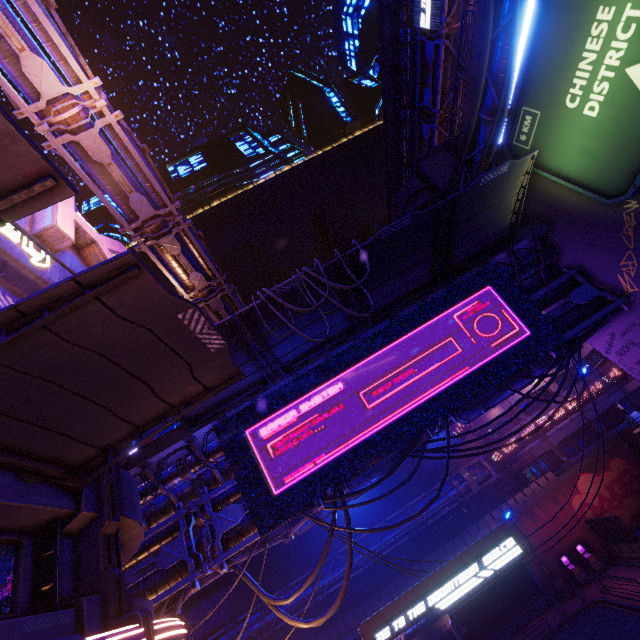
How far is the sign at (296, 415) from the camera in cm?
1200

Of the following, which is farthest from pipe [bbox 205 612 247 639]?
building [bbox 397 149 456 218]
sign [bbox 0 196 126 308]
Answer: sign [bbox 0 196 126 308]

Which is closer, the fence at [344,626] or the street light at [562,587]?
the street light at [562,587]

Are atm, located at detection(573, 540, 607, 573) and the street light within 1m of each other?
no

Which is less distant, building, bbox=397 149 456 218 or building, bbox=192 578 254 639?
building, bbox=397 149 456 218

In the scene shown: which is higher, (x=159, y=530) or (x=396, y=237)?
(x=396, y=237)

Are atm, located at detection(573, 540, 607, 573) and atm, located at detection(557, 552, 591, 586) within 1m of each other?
yes

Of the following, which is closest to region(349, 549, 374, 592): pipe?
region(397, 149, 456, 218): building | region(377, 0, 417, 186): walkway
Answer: region(397, 149, 456, 218): building
